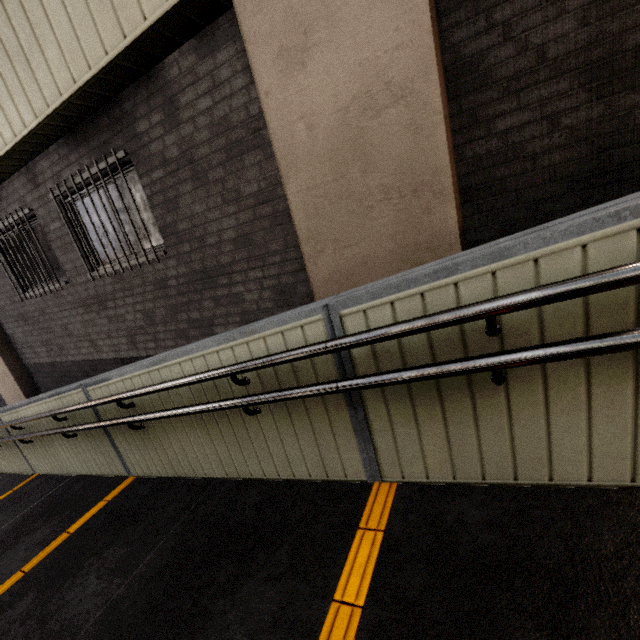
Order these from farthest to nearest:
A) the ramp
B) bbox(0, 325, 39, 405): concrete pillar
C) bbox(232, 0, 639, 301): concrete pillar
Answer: bbox(0, 325, 39, 405): concrete pillar → bbox(232, 0, 639, 301): concrete pillar → the ramp

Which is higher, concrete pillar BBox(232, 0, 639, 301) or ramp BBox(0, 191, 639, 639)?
concrete pillar BBox(232, 0, 639, 301)

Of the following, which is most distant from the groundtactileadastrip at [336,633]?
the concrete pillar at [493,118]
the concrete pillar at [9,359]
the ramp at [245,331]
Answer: the concrete pillar at [9,359]

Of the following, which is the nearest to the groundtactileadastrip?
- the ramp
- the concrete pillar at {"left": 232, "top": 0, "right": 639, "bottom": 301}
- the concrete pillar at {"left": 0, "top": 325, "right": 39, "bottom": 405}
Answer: the ramp

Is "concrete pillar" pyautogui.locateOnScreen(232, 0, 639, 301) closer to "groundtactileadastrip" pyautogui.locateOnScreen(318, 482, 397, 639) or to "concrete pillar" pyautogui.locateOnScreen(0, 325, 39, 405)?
"groundtactileadastrip" pyautogui.locateOnScreen(318, 482, 397, 639)

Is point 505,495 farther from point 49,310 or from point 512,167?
point 49,310

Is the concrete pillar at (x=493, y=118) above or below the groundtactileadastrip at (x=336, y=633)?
above

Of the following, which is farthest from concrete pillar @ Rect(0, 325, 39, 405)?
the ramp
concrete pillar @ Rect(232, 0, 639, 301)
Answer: concrete pillar @ Rect(232, 0, 639, 301)
